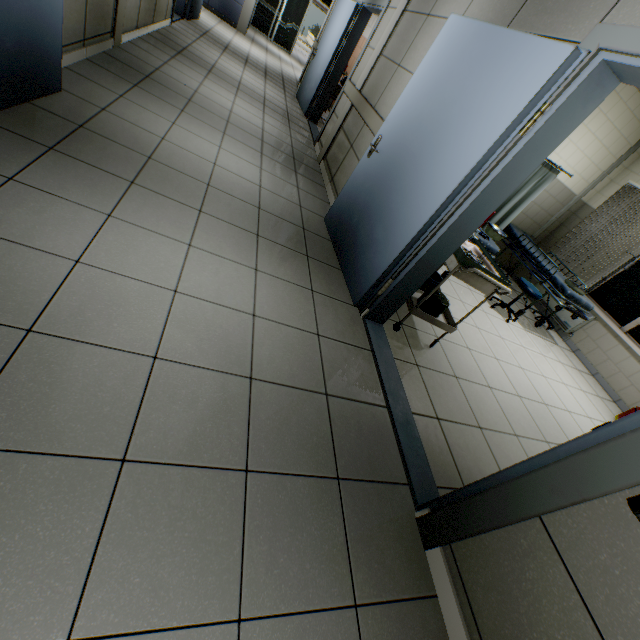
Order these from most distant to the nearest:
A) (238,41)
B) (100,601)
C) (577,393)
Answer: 1. (238,41)
2. (577,393)
3. (100,601)

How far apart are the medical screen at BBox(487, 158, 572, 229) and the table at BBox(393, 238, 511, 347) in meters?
2.7

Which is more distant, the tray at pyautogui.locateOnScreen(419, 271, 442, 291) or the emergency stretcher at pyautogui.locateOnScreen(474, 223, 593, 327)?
the emergency stretcher at pyautogui.locateOnScreen(474, 223, 593, 327)

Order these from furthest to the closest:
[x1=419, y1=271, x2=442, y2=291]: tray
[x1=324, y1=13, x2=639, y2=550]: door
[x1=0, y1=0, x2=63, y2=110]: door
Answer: [x1=419, y1=271, x2=442, y2=291]: tray
[x1=0, y1=0, x2=63, y2=110]: door
[x1=324, y1=13, x2=639, y2=550]: door

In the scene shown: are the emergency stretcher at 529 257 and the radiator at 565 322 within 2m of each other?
yes

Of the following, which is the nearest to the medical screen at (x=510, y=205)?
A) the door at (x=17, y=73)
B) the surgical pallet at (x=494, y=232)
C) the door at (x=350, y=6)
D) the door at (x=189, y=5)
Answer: the surgical pallet at (x=494, y=232)

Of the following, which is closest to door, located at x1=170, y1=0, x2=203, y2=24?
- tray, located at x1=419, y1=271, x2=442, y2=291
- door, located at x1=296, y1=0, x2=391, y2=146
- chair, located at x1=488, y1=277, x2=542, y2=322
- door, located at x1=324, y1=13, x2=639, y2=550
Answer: door, located at x1=296, y1=0, x2=391, y2=146

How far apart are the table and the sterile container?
0.0m
